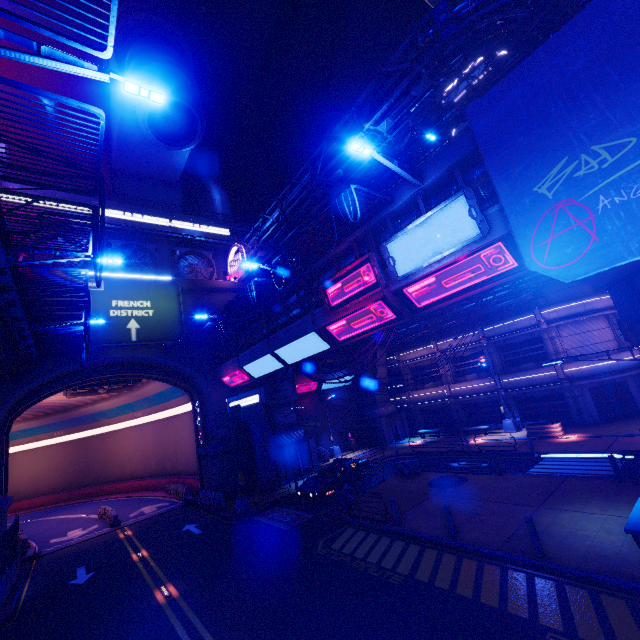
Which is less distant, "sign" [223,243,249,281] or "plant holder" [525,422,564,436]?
"plant holder" [525,422,564,436]

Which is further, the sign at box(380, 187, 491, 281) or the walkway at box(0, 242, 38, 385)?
the walkway at box(0, 242, 38, 385)

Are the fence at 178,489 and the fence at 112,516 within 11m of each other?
yes

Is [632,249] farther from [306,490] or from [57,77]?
[57,77]

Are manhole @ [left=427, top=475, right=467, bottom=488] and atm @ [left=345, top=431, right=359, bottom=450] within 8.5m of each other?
no

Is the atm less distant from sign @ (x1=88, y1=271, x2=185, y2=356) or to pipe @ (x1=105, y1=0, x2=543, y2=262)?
sign @ (x1=88, y1=271, x2=185, y2=356)

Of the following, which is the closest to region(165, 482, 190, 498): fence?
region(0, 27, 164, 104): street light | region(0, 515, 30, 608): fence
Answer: region(0, 515, 30, 608): fence

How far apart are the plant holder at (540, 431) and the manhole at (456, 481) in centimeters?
935cm
